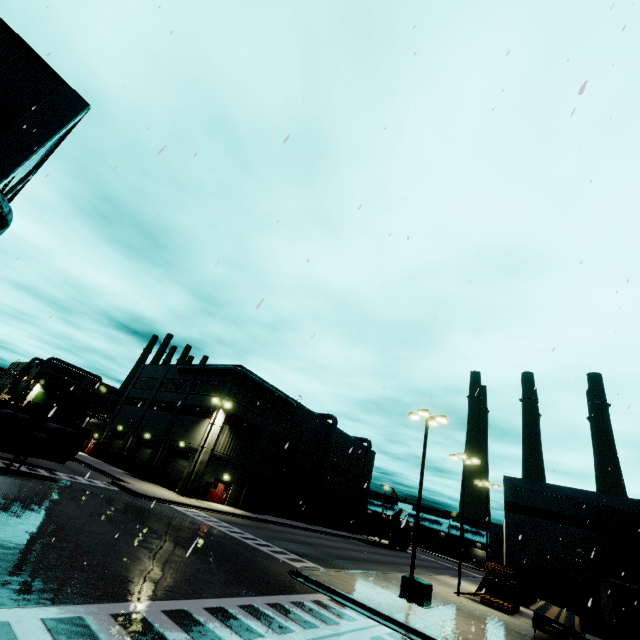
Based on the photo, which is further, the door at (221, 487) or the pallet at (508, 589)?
the door at (221, 487)

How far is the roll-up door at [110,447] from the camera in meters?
44.8 m

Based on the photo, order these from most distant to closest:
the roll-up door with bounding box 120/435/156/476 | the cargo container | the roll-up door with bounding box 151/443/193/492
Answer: the roll-up door with bounding box 120/435/156/476 → the roll-up door with bounding box 151/443/193/492 → the cargo container

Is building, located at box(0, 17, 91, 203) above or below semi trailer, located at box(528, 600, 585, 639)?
above

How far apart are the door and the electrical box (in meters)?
24.24

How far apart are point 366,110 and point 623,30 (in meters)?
6.12

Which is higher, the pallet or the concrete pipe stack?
the concrete pipe stack
